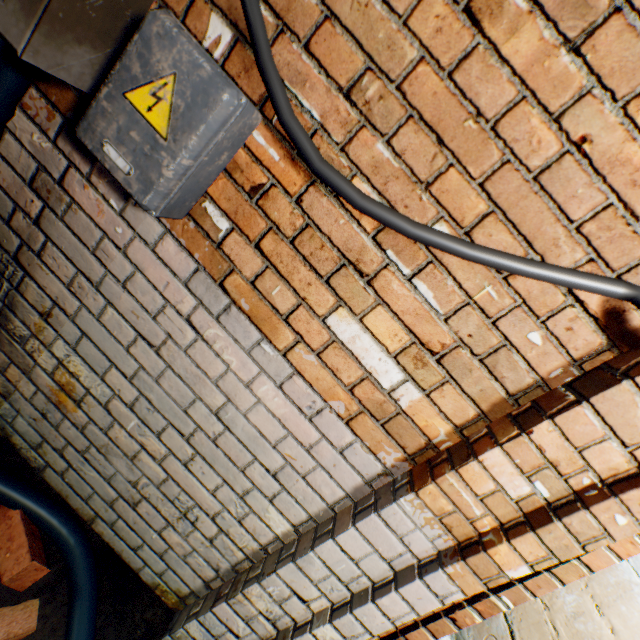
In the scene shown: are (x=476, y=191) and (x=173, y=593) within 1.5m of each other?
no

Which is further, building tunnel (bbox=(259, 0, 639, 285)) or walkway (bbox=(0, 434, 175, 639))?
walkway (bbox=(0, 434, 175, 639))

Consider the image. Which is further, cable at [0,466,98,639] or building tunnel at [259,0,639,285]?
cable at [0,466,98,639]

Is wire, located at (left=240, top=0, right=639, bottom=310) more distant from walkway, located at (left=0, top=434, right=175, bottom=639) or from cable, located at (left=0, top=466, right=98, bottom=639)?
walkway, located at (left=0, top=434, right=175, bottom=639)

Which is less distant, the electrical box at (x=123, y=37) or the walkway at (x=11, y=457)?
the electrical box at (x=123, y=37)

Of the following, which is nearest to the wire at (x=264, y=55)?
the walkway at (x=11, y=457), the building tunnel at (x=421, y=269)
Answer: the building tunnel at (x=421, y=269)

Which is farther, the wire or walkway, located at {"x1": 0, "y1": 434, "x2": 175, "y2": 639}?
walkway, located at {"x1": 0, "y1": 434, "x2": 175, "y2": 639}

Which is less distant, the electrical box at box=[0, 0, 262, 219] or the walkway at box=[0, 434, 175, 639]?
the electrical box at box=[0, 0, 262, 219]
